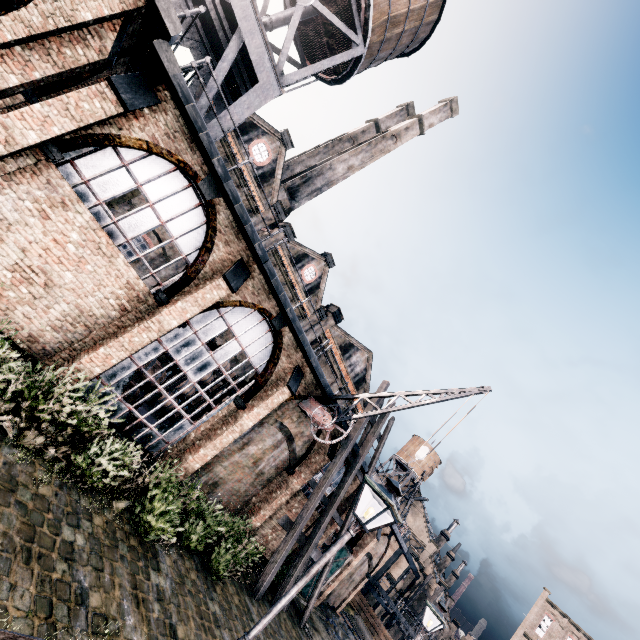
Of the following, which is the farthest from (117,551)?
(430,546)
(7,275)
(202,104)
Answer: (430,546)

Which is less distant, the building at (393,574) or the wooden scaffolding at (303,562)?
the wooden scaffolding at (303,562)

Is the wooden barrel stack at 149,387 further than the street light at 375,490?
Yes

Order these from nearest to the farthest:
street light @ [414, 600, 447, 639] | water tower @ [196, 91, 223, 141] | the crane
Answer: street light @ [414, 600, 447, 639], water tower @ [196, 91, 223, 141], the crane

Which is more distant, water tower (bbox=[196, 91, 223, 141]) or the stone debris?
the stone debris

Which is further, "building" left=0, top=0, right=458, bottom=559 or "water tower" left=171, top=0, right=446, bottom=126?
"water tower" left=171, top=0, right=446, bottom=126

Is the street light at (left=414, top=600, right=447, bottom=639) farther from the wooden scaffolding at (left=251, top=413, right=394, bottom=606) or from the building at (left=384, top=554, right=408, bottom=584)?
the building at (left=384, top=554, right=408, bottom=584)

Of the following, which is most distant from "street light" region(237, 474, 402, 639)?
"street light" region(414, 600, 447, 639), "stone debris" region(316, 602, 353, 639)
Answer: "stone debris" region(316, 602, 353, 639)
